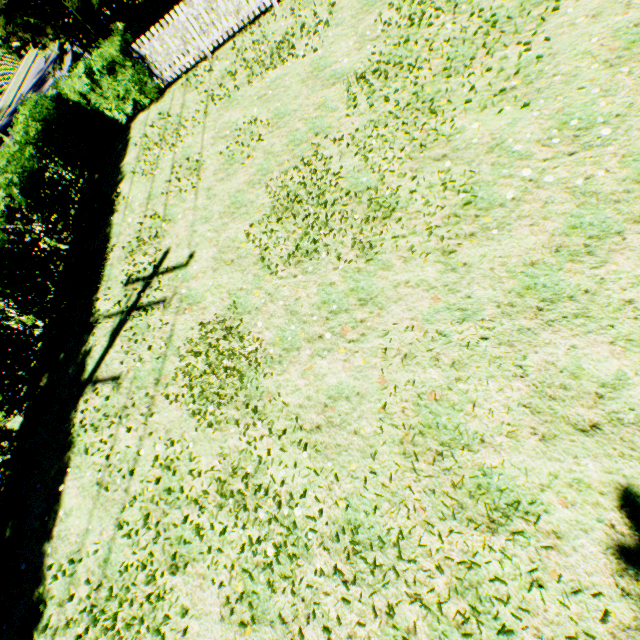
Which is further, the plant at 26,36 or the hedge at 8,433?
the plant at 26,36

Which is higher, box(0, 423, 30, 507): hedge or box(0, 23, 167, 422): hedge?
box(0, 23, 167, 422): hedge

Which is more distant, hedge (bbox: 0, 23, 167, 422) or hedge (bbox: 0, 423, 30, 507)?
hedge (bbox: 0, 23, 167, 422)

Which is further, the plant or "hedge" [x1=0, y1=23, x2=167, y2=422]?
the plant

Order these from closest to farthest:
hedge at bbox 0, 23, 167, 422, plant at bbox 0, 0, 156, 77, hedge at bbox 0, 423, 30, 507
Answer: hedge at bbox 0, 423, 30, 507
hedge at bbox 0, 23, 167, 422
plant at bbox 0, 0, 156, 77

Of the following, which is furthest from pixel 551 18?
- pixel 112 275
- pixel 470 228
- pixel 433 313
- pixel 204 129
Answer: pixel 112 275
